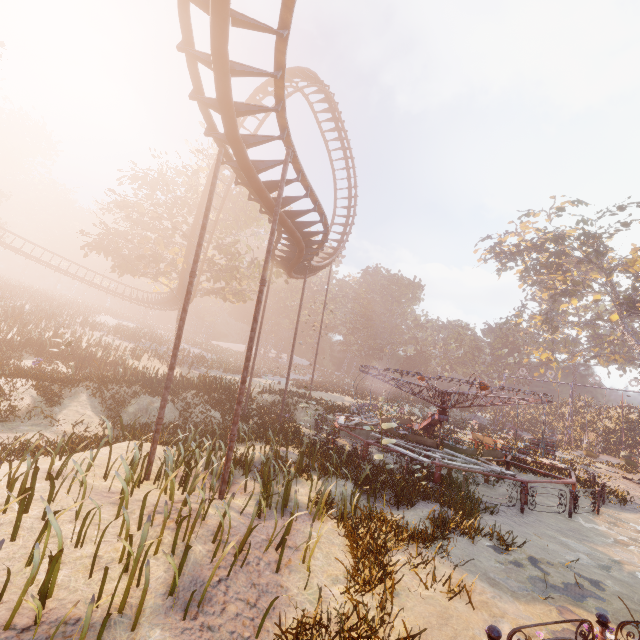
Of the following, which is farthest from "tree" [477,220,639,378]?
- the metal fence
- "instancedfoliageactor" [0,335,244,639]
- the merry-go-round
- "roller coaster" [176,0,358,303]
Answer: "instancedfoliageactor" [0,335,244,639]

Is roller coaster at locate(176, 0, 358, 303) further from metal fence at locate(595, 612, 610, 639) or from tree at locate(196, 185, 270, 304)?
metal fence at locate(595, 612, 610, 639)

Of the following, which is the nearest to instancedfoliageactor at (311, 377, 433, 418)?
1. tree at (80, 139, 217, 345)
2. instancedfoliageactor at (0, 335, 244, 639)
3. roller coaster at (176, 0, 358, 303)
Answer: tree at (80, 139, 217, 345)

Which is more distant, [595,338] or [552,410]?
[595,338]

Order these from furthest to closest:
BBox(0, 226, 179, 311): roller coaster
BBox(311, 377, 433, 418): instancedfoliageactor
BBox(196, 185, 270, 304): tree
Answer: BBox(0, 226, 179, 311): roller coaster
BBox(311, 377, 433, 418): instancedfoliageactor
BBox(196, 185, 270, 304): tree

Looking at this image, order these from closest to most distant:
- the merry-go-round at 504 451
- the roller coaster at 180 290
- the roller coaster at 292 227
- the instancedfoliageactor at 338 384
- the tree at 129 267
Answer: the roller coaster at 292 227 < the merry-go-round at 504 451 < the roller coaster at 180 290 < the tree at 129 267 < the instancedfoliageactor at 338 384

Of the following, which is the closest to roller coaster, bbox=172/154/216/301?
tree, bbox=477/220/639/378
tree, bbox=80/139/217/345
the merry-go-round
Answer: tree, bbox=80/139/217/345

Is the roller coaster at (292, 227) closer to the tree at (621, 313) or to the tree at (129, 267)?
the tree at (129, 267)
